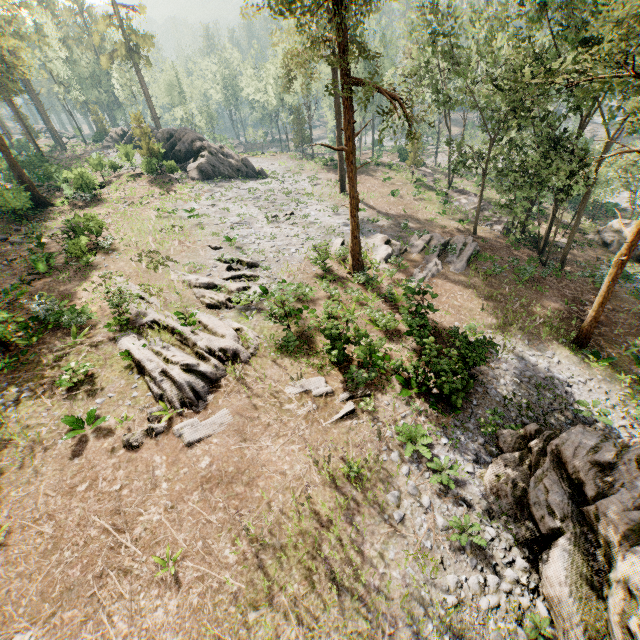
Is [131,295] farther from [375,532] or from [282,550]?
[375,532]

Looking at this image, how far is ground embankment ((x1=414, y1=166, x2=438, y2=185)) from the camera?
42.5 meters

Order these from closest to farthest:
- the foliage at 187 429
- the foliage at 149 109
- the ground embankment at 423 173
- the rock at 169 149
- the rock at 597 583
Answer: the rock at 597 583 < the foliage at 187 429 < the rock at 169 149 < the ground embankment at 423 173 < the foliage at 149 109

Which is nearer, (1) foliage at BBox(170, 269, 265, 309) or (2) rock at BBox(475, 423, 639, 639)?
(2) rock at BBox(475, 423, 639, 639)

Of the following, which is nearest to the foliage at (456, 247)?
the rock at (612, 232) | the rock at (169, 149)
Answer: the rock at (169, 149)

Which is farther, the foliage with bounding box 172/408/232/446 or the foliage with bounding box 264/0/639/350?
the foliage with bounding box 264/0/639/350

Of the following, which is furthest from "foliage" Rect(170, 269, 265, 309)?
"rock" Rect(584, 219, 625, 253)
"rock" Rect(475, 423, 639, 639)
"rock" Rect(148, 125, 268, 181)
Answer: "rock" Rect(475, 423, 639, 639)

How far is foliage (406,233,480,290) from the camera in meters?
23.2 m
